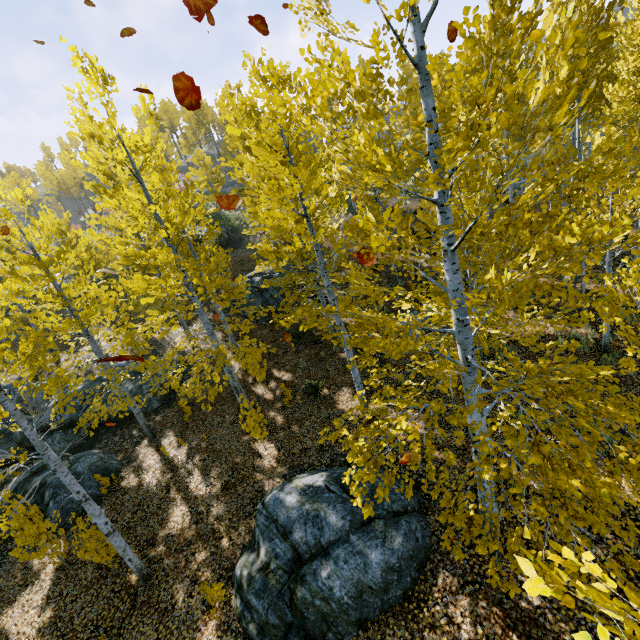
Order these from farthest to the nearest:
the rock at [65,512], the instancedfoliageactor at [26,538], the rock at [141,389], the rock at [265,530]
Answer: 1. the rock at [141,389]
2. the rock at [65,512]
3. the instancedfoliageactor at [26,538]
4. the rock at [265,530]

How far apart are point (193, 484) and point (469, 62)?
11.7 meters

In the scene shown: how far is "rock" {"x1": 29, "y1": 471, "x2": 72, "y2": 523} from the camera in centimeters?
1012cm

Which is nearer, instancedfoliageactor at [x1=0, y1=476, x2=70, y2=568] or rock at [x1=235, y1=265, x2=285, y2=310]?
instancedfoliageactor at [x1=0, y1=476, x2=70, y2=568]

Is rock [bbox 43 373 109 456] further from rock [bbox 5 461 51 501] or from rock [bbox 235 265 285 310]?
rock [bbox 235 265 285 310]

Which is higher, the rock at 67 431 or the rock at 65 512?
the rock at 67 431

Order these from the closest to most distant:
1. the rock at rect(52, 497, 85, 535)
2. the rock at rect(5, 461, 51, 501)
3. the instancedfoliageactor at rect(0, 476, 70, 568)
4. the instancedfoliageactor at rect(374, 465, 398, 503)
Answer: the instancedfoliageactor at rect(374, 465, 398, 503) < the instancedfoliageactor at rect(0, 476, 70, 568) < the rock at rect(52, 497, 85, 535) < the rock at rect(5, 461, 51, 501)

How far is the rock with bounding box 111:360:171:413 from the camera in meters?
14.3 m
